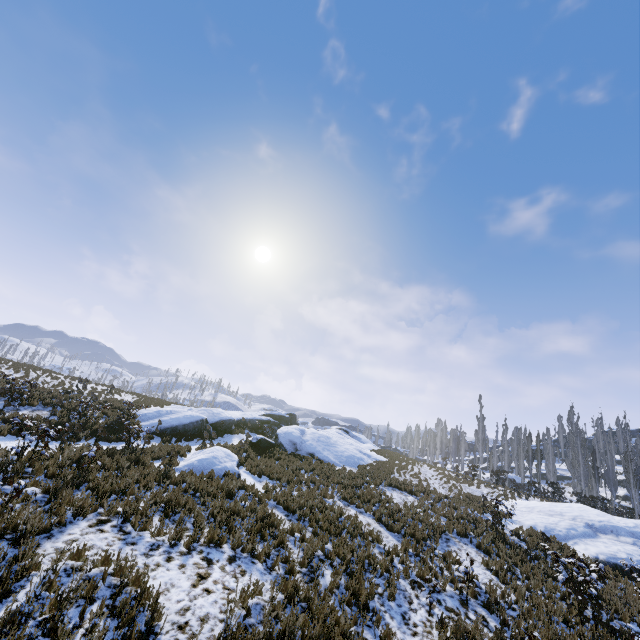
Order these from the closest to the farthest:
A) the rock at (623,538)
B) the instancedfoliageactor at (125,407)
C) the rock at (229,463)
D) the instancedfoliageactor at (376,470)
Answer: the instancedfoliageactor at (125,407) → the rock at (229,463) → the rock at (623,538) → the instancedfoliageactor at (376,470)

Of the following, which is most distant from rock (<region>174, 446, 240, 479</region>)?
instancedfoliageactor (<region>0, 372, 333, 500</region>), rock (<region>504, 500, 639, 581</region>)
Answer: rock (<region>504, 500, 639, 581</region>)

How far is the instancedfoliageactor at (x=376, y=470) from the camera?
21.24m

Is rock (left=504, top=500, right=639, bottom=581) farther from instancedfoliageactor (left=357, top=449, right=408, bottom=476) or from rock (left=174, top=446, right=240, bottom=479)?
rock (left=174, top=446, right=240, bottom=479)

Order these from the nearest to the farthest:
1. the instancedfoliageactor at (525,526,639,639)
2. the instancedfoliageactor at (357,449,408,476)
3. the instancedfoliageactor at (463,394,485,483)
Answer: the instancedfoliageactor at (525,526,639,639) < the instancedfoliageactor at (357,449,408,476) < the instancedfoliageactor at (463,394,485,483)

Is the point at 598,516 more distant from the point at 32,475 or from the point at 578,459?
the point at 32,475

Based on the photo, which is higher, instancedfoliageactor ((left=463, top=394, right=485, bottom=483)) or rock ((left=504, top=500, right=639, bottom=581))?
instancedfoliageactor ((left=463, top=394, right=485, bottom=483))
